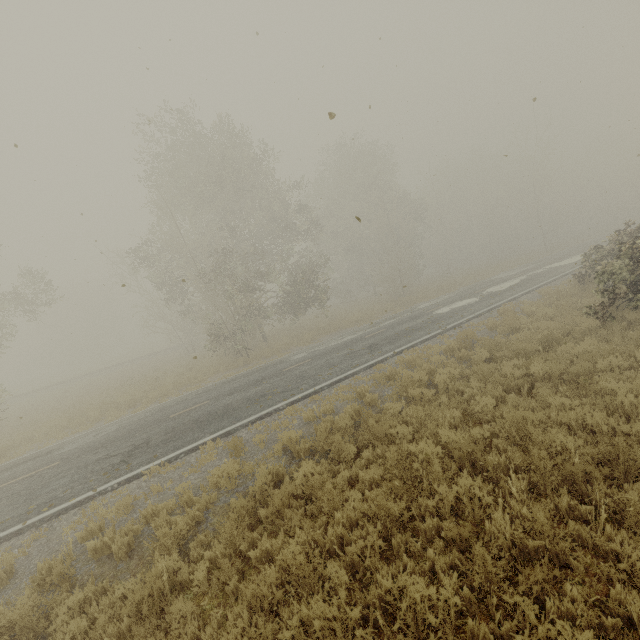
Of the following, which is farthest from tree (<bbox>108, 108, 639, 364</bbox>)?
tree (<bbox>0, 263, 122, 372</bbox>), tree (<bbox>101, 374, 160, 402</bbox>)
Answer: tree (<bbox>101, 374, 160, 402</bbox>)

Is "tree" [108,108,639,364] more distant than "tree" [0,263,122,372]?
No

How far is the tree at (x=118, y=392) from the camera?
19.00m

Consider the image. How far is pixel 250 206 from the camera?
25.4m

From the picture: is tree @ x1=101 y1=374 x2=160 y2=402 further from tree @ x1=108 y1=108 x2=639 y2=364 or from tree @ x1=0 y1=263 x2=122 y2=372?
tree @ x1=108 y1=108 x2=639 y2=364

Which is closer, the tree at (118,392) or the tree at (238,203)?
the tree at (238,203)
